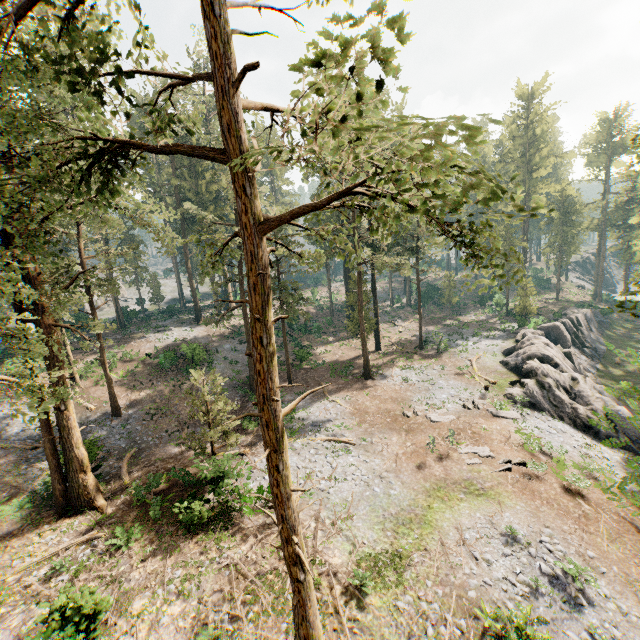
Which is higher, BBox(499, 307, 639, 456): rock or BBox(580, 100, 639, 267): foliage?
BBox(580, 100, 639, 267): foliage

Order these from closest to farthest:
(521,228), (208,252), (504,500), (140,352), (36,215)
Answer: (208,252), (36,215), (504,500), (140,352), (521,228)

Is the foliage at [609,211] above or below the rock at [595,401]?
above

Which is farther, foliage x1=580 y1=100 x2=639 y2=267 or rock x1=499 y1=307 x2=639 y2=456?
foliage x1=580 y1=100 x2=639 y2=267

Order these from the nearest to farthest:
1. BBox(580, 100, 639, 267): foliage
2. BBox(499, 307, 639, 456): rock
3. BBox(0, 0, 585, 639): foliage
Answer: BBox(0, 0, 585, 639): foliage, BBox(499, 307, 639, 456): rock, BBox(580, 100, 639, 267): foliage

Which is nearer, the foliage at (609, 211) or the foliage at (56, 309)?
the foliage at (56, 309)

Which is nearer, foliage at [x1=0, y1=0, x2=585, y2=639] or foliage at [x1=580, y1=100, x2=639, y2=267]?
foliage at [x1=0, y1=0, x2=585, y2=639]
